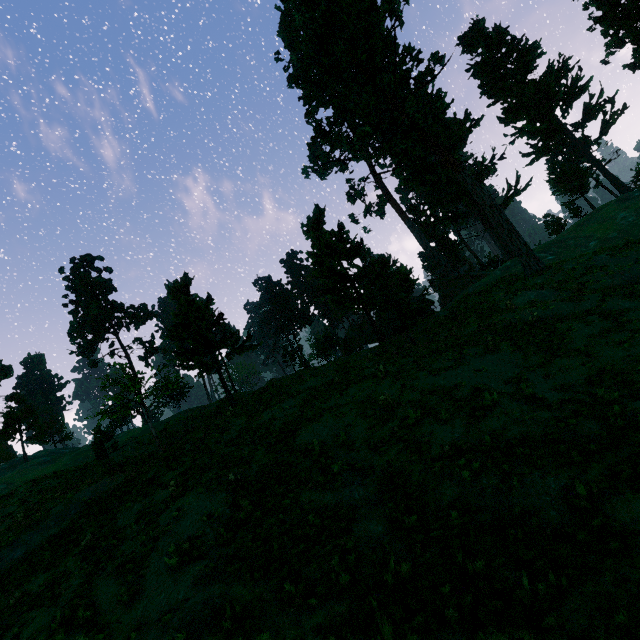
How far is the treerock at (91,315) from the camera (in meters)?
23.06

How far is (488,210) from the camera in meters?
30.8 m

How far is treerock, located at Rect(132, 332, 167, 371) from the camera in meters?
52.3

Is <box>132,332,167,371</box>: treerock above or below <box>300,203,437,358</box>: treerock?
above

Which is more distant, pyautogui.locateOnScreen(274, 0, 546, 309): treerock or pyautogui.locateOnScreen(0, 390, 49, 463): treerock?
pyautogui.locateOnScreen(0, 390, 49, 463): treerock
